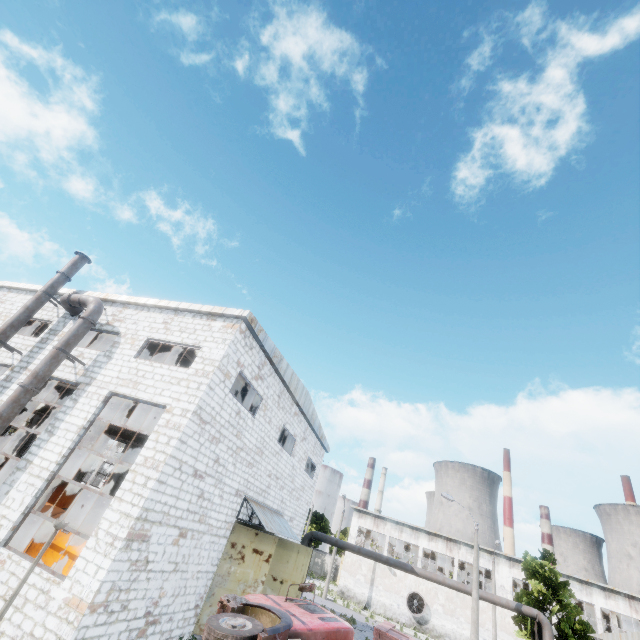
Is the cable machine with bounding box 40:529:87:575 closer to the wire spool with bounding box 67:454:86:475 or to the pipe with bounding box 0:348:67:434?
the pipe with bounding box 0:348:67:434

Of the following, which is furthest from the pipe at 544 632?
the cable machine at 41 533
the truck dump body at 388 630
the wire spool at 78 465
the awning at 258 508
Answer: the cable machine at 41 533

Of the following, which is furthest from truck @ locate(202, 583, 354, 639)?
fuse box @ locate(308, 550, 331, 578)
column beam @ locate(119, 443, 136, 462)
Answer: fuse box @ locate(308, 550, 331, 578)

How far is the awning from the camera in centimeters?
1452cm

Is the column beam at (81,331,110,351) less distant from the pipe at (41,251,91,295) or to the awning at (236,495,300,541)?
the pipe at (41,251,91,295)

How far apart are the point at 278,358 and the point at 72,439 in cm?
858

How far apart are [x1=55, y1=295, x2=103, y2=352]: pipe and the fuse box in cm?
6032

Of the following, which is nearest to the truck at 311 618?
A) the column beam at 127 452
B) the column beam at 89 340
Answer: the column beam at 89 340
